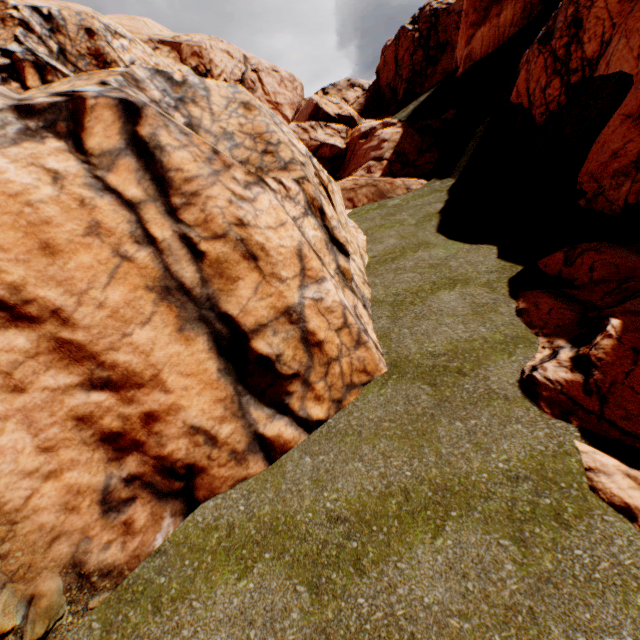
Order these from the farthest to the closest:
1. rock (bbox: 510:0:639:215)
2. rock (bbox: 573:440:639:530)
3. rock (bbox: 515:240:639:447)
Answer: rock (bbox: 510:0:639:215) < rock (bbox: 515:240:639:447) < rock (bbox: 573:440:639:530)

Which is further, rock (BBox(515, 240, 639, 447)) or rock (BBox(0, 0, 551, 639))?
rock (BBox(515, 240, 639, 447))

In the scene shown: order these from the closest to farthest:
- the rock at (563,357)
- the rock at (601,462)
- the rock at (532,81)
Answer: the rock at (601,462), the rock at (563,357), the rock at (532,81)

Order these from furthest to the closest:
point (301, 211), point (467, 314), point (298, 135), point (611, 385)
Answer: point (298, 135) < point (467, 314) < point (301, 211) < point (611, 385)

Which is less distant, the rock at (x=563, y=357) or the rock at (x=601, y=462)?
the rock at (x=601, y=462)
